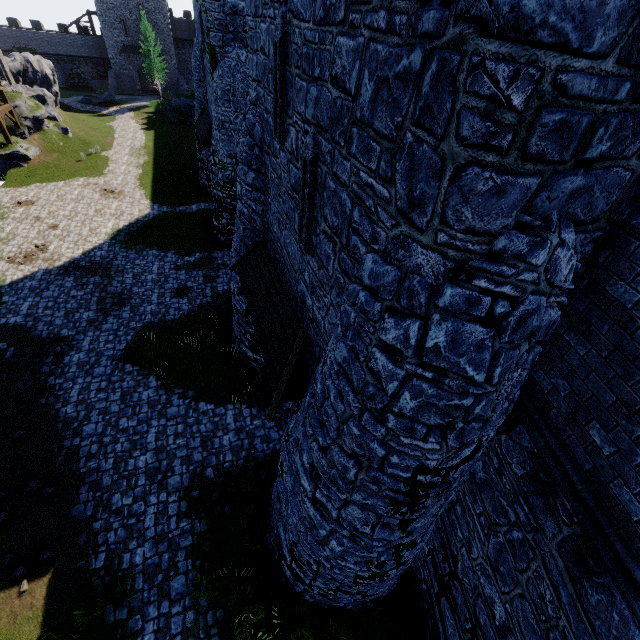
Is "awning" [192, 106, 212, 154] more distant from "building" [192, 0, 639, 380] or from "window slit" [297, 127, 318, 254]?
"window slit" [297, 127, 318, 254]

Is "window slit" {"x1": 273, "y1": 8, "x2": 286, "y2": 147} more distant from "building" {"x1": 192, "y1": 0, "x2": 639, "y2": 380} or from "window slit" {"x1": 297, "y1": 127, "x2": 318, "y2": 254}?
"window slit" {"x1": 297, "y1": 127, "x2": 318, "y2": 254}

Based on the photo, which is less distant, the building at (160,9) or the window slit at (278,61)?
the window slit at (278,61)

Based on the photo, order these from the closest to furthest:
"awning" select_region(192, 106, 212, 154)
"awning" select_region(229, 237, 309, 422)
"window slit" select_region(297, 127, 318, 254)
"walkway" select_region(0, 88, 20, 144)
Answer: "window slit" select_region(297, 127, 318, 254)
"awning" select_region(229, 237, 309, 422)
"awning" select_region(192, 106, 212, 154)
"walkway" select_region(0, 88, 20, 144)

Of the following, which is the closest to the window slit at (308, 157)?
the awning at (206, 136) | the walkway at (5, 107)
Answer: the awning at (206, 136)

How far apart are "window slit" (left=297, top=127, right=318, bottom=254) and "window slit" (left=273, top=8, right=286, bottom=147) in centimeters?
134cm

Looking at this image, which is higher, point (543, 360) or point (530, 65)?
point (530, 65)

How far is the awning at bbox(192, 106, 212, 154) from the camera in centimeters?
2034cm
